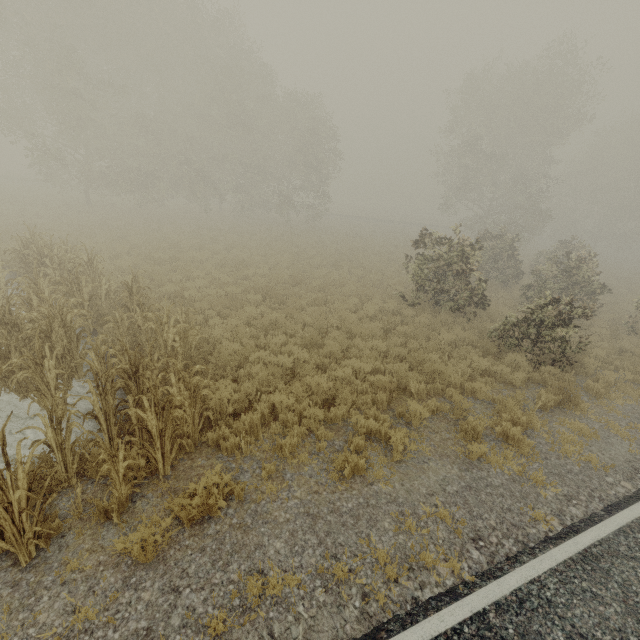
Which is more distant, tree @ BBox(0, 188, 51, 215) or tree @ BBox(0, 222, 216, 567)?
tree @ BBox(0, 188, 51, 215)

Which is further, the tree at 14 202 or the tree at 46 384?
the tree at 14 202

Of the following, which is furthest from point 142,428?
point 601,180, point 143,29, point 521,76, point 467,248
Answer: point 601,180
